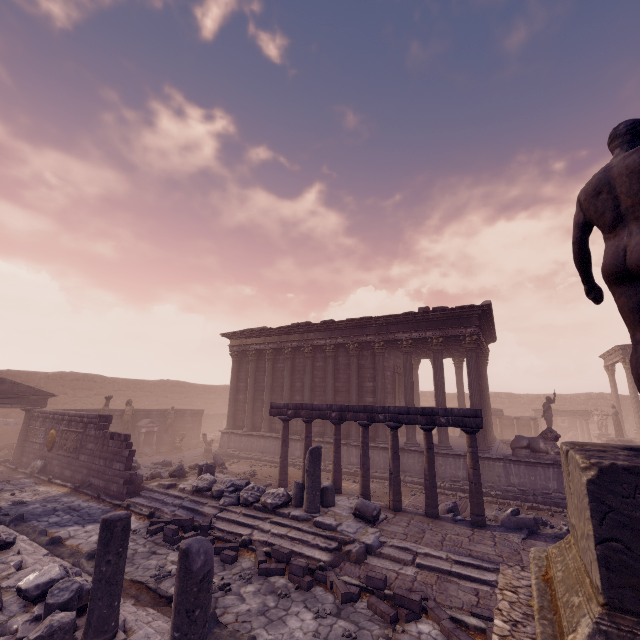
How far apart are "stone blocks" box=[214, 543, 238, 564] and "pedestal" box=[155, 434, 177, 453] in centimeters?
1535cm

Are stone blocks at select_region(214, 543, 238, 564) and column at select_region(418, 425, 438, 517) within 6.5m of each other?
yes

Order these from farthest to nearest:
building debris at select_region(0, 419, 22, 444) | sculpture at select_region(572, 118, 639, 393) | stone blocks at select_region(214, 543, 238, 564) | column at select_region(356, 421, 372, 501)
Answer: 1. building debris at select_region(0, 419, 22, 444)
2. column at select_region(356, 421, 372, 501)
3. stone blocks at select_region(214, 543, 238, 564)
4. sculpture at select_region(572, 118, 639, 393)

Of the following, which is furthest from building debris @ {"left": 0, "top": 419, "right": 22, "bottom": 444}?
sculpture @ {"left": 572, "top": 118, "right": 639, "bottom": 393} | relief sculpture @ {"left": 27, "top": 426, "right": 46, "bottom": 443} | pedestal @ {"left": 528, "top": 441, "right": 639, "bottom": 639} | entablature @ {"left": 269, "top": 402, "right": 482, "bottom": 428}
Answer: sculpture @ {"left": 572, "top": 118, "right": 639, "bottom": 393}

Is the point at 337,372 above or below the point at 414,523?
above

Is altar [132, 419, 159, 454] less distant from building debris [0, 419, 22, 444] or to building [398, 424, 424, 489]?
building [398, 424, 424, 489]

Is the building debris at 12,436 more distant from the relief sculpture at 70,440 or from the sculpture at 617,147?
the sculpture at 617,147

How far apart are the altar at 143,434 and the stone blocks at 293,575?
16.93m
